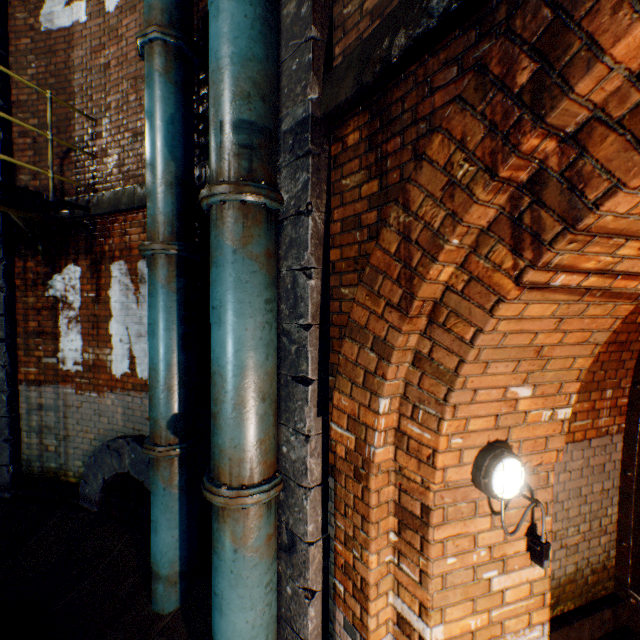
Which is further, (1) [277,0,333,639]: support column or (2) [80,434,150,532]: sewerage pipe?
(2) [80,434,150,532]: sewerage pipe

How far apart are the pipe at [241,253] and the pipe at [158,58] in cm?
79

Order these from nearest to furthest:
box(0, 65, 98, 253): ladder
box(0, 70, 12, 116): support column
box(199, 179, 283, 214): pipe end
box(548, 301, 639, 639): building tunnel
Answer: box(199, 179, 283, 214): pipe end
box(548, 301, 639, 639): building tunnel
box(0, 65, 98, 253): ladder
box(0, 70, 12, 116): support column

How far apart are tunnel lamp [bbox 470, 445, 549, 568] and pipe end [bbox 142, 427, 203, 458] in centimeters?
265cm

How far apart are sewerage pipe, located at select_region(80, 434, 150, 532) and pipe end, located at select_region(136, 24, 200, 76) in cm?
Answer: 433

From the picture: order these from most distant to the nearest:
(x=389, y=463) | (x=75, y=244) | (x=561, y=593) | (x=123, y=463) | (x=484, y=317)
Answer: (x=75, y=244)
(x=123, y=463)
(x=561, y=593)
(x=389, y=463)
(x=484, y=317)

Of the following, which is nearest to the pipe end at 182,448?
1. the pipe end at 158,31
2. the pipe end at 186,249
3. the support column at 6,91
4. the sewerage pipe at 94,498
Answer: the sewerage pipe at 94,498

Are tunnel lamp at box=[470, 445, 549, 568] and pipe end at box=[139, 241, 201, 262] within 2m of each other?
no
